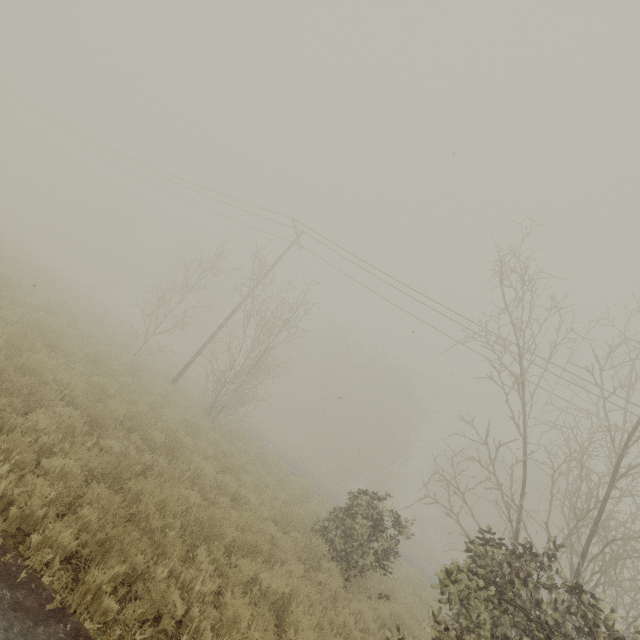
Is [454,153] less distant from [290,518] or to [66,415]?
[66,415]
